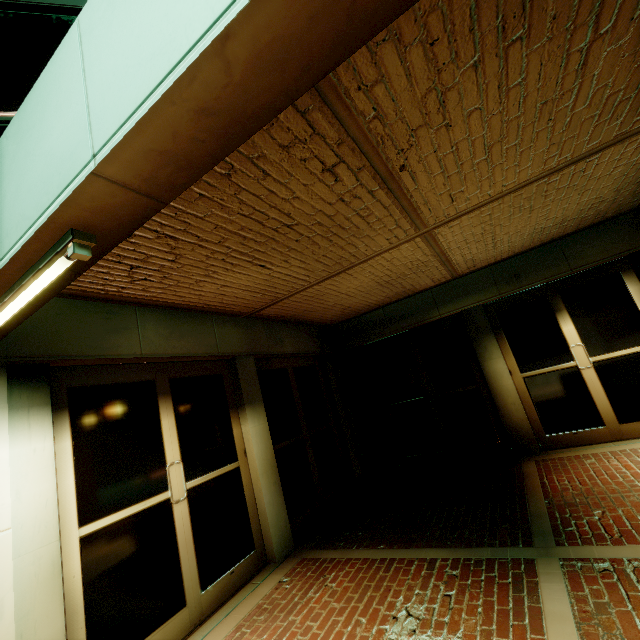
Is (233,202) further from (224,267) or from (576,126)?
(576,126)
